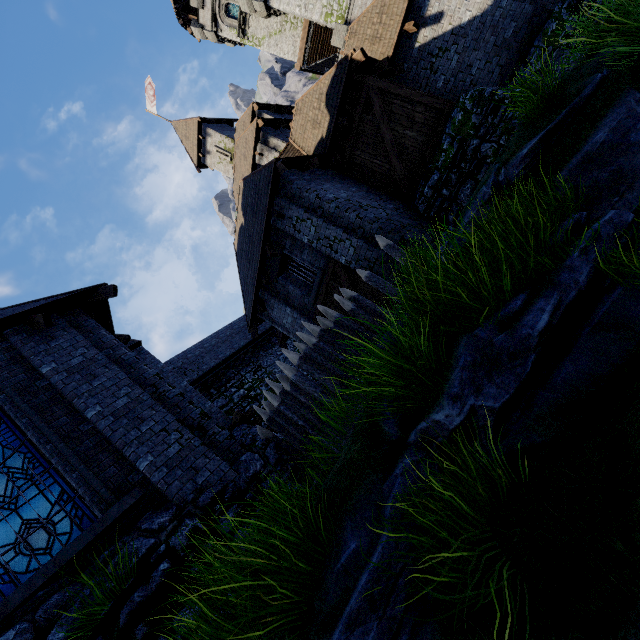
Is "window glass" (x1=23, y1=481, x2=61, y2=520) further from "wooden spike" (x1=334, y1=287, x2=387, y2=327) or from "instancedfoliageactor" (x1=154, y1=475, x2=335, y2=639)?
"instancedfoliageactor" (x1=154, y1=475, x2=335, y2=639)

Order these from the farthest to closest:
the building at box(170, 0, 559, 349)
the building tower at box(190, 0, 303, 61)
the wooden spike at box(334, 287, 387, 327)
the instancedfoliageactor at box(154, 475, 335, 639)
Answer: the building tower at box(190, 0, 303, 61)
the building at box(170, 0, 559, 349)
the wooden spike at box(334, 287, 387, 327)
the instancedfoliageactor at box(154, 475, 335, 639)

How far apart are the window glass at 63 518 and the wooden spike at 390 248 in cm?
723

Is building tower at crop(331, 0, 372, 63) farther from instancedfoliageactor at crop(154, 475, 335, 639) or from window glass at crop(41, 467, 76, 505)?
instancedfoliageactor at crop(154, 475, 335, 639)

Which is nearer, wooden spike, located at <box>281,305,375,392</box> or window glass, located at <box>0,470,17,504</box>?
window glass, located at <box>0,470,17,504</box>

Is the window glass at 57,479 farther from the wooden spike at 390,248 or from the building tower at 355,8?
the building tower at 355,8

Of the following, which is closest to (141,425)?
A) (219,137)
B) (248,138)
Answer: (248,138)

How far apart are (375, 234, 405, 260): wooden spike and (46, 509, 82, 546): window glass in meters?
7.2 m
